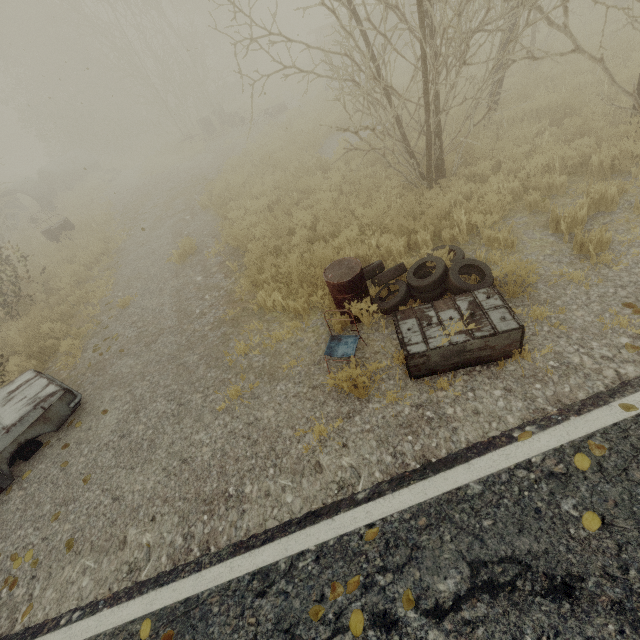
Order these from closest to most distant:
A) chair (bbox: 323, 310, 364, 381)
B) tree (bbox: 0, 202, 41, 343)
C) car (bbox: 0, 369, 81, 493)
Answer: chair (bbox: 323, 310, 364, 381), car (bbox: 0, 369, 81, 493), tree (bbox: 0, 202, 41, 343)

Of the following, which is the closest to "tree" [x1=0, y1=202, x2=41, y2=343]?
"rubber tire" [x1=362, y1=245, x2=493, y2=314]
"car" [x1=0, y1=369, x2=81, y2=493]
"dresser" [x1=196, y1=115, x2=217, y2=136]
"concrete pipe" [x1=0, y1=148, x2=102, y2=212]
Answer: "car" [x1=0, y1=369, x2=81, y2=493]

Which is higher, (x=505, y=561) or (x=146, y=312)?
(x=505, y=561)

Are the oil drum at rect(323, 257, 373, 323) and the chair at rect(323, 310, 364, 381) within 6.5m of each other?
yes

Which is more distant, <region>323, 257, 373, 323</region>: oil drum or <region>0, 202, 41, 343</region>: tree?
<region>0, 202, 41, 343</region>: tree

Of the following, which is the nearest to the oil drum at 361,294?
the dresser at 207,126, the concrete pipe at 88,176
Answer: the dresser at 207,126

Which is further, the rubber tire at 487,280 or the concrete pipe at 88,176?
the concrete pipe at 88,176

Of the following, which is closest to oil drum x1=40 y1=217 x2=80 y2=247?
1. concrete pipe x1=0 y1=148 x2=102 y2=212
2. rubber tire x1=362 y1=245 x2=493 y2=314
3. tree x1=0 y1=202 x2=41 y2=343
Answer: tree x1=0 y1=202 x2=41 y2=343
